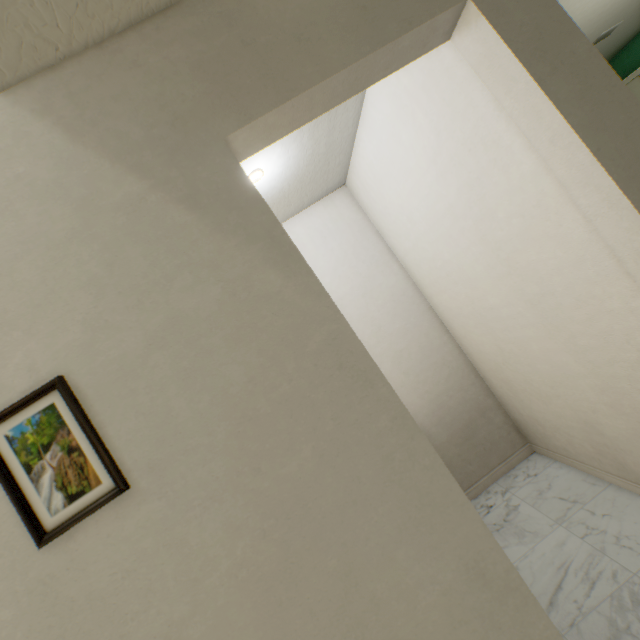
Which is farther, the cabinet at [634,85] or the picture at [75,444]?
the cabinet at [634,85]

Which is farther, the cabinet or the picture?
→ the cabinet

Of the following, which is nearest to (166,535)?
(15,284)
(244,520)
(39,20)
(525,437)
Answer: (244,520)

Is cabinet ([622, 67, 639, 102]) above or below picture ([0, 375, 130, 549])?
above

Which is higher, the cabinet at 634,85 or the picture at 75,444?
the cabinet at 634,85
